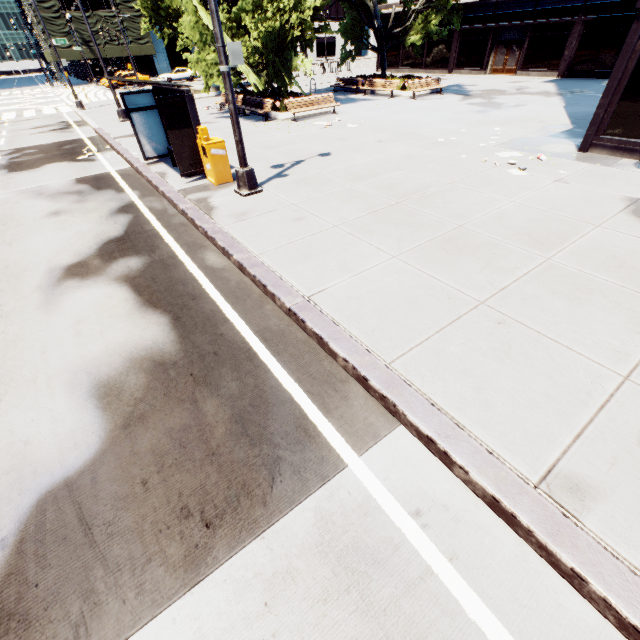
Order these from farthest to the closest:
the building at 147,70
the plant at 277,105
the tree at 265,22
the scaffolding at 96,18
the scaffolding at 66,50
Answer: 1. the building at 147,70
2. the scaffolding at 96,18
3. the scaffolding at 66,50
4. the plant at 277,105
5. the tree at 265,22

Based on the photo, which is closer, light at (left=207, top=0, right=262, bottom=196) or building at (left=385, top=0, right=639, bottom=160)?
light at (left=207, top=0, right=262, bottom=196)

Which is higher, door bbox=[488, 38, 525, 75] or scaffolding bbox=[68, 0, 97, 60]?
scaffolding bbox=[68, 0, 97, 60]

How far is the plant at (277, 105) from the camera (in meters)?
16.88

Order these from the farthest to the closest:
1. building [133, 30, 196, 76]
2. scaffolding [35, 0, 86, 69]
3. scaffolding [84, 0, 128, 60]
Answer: building [133, 30, 196, 76] → scaffolding [84, 0, 128, 60] → scaffolding [35, 0, 86, 69]

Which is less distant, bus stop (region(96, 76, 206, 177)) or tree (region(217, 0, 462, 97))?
bus stop (region(96, 76, 206, 177))

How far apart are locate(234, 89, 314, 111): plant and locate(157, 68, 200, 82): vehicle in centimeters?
3332cm

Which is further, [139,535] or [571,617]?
[139,535]
